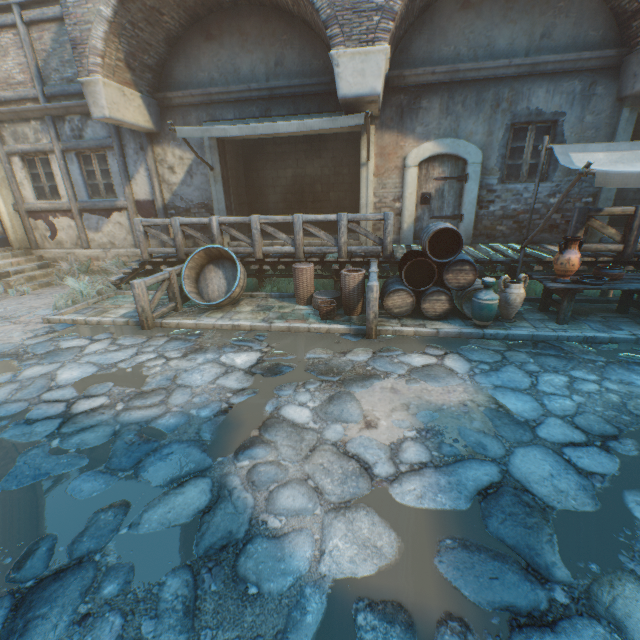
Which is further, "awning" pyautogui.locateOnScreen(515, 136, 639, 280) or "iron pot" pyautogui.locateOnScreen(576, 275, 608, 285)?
"iron pot" pyautogui.locateOnScreen(576, 275, 608, 285)

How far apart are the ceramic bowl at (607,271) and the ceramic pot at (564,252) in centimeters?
51cm

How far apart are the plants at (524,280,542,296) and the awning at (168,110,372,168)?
4.7m

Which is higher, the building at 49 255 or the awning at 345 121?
the awning at 345 121

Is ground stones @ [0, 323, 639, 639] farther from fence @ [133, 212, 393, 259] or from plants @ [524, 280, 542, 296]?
plants @ [524, 280, 542, 296]

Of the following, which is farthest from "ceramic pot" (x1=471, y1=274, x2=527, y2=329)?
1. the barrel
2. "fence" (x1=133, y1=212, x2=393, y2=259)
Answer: "fence" (x1=133, y1=212, x2=393, y2=259)

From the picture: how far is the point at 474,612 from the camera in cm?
191

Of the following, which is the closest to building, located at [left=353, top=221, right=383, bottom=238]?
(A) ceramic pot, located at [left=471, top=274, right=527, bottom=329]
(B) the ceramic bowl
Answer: (B) the ceramic bowl
